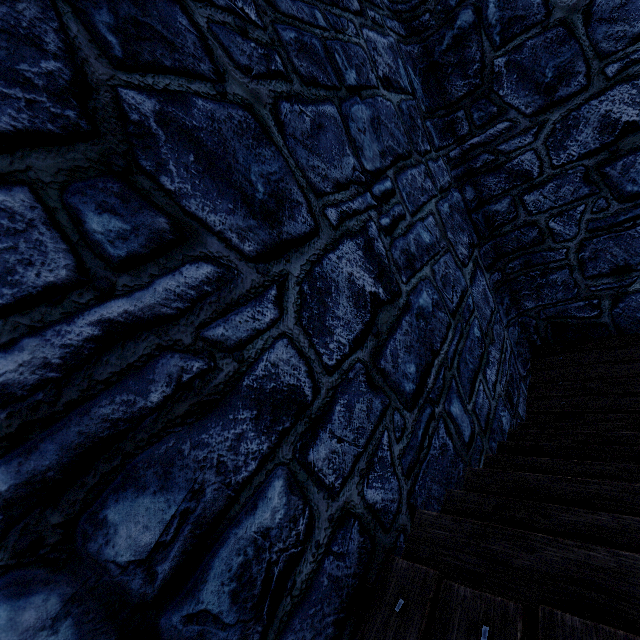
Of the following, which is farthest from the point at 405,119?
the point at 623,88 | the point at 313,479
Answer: the point at 313,479
